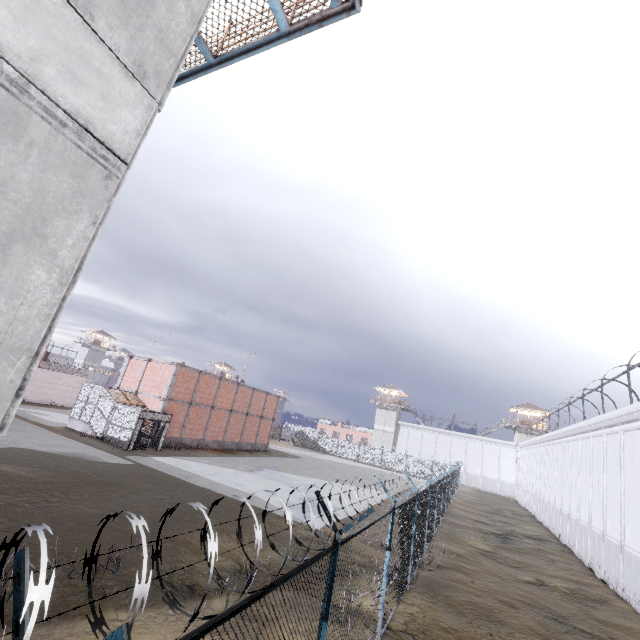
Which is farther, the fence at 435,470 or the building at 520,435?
the building at 520,435

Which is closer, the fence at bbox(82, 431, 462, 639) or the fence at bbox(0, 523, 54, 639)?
the fence at bbox(0, 523, 54, 639)

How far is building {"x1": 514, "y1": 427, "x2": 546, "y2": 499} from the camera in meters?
51.2

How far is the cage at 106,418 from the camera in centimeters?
2421cm

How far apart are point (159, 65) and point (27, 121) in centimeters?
189cm

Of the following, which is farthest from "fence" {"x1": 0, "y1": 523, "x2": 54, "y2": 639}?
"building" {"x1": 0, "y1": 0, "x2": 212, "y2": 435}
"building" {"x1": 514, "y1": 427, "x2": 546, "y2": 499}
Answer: "building" {"x1": 514, "y1": 427, "x2": 546, "y2": 499}

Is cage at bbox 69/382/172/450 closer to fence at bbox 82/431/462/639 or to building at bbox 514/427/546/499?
fence at bbox 82/431/462/639

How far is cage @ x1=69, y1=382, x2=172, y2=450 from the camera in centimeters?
2421cm
